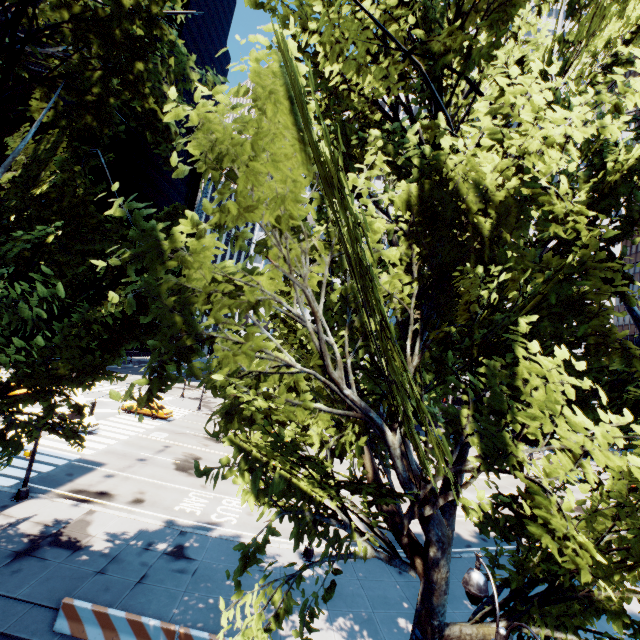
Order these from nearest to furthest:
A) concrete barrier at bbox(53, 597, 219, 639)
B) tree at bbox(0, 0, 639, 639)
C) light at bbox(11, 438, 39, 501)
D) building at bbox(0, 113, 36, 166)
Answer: tree at bbox(0, 0, 639, 639) → concrete barrier at bbox(53, 597, 219, 639) → light at bbox(11, 438, 39, 501) → building at bbox(0, 113, 36, 166)

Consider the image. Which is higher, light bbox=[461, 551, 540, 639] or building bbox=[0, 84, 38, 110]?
building bbox=[0, 84, 38, 110]

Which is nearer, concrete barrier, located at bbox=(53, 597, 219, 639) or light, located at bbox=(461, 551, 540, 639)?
light, located at bbox=(461, 551, 540, 639)

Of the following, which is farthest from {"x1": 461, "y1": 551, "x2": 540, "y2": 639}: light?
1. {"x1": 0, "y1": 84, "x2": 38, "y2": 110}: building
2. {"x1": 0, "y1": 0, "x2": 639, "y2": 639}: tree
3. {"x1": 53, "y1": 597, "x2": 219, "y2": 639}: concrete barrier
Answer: {"x1": 0, "y1": 84, "x2": 38, "y2": 110}: building

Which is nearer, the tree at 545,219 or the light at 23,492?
the tree at 545,219

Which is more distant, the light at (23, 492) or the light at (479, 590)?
the light at (23, 492)

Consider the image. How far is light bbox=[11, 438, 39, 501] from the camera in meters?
16.5 m

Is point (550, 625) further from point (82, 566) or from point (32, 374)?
point (82, 566)
